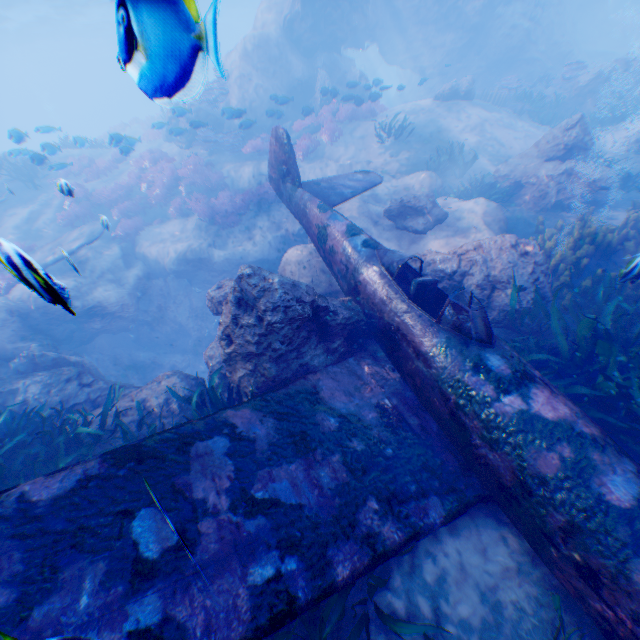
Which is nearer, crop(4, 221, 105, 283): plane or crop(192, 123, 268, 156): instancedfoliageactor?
crop(4, 221, 105, 283): plane

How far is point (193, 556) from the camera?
1.8 meters

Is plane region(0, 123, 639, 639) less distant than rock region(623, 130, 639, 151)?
Yes

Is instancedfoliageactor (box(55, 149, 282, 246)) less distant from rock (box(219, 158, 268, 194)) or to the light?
rock (box(219, 158, 268, 194))

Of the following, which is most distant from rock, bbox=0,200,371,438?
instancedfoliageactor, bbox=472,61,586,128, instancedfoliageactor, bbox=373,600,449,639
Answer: instancedfoliageactor, bbox=373,600,449,639

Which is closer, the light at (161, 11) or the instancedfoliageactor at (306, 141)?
the light at (161, 11)

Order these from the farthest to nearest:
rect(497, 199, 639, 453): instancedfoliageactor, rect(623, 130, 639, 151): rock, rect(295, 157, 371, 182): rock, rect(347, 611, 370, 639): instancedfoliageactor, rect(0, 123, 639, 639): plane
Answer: rect(295, 157, 371, 182): rock, rect(623, 130, 639, 151): rock, rect(497, 199, 639, 453): instancedfoliageactor, rect(347, 611, 370, 639): instancedfoliageactor, rect(0, 123, 639, 639): plane

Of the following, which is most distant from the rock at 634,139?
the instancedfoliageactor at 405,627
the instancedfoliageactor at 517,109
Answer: the instancedfoliageactor at 405,627
